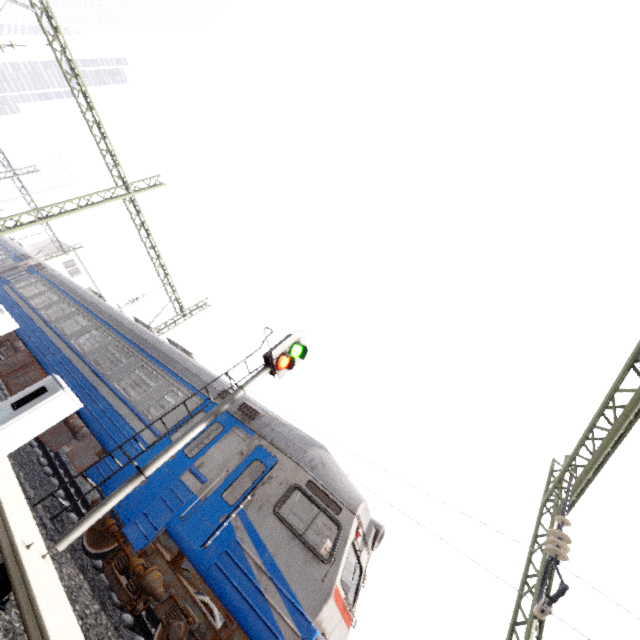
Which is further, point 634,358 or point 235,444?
point 235,444

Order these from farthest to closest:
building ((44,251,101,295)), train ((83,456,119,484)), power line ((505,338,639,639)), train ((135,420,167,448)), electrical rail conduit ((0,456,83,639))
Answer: building ((44,251,101,295)), train ((135,420,167,448)), train ((83,456,119,484)), power line ((505,338,639,639)), electrical rail conduit ((0,456,83,639))

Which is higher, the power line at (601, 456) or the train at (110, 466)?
the power line at (601, 456)

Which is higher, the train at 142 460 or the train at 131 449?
the train at 142 460

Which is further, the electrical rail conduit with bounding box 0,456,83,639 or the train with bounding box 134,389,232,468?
the train with bounding box 134,389,232,468

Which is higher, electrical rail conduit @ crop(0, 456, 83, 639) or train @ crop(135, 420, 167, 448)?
train @ crop(135, 420, 167, 448)

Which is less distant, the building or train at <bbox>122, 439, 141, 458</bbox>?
train at <bbox>122, 439, 141, 458</bbox>
